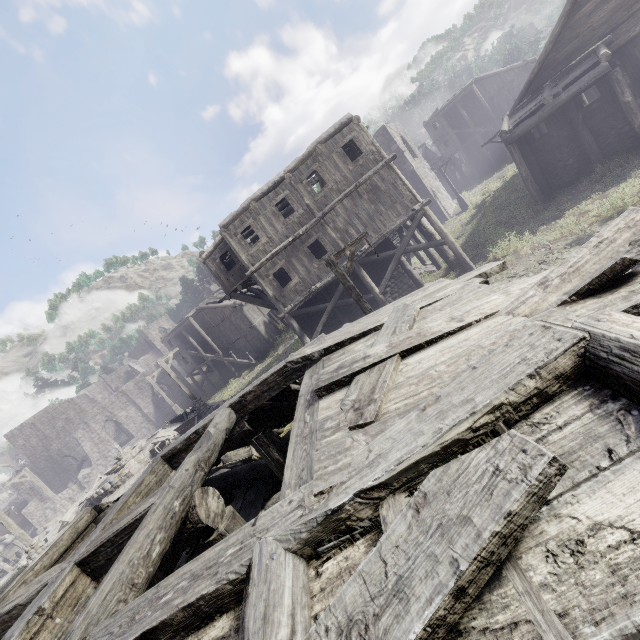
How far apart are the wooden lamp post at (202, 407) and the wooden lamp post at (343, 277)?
15.4m

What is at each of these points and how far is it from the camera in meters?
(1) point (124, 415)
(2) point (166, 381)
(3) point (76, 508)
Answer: (1) building, 40.2
(2) building, 43.6
(3) broken furniture, 22.3

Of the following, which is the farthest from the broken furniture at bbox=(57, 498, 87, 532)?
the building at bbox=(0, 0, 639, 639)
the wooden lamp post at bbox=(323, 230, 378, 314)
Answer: the wooden lamp post at bbox=(323, 230, 378, 314)

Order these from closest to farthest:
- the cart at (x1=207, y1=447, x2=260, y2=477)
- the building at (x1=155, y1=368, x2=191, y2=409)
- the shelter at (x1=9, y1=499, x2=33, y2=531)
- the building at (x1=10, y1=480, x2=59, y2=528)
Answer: the cart at (x1=207, y1=447, x2=260, y2=477)
the building at (x1=10, y1=480, x2=59, y2=528)
the shelter at (x1=9, y1=499, x2=33, y2=531)
the building at (x1=155, y1=368, x2=191, y2=409)

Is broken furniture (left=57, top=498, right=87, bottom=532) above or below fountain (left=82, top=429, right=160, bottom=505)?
below

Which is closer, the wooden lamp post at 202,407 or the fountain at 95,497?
the fountain at 95,497

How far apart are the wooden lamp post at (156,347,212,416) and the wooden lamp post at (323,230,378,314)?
15.36m

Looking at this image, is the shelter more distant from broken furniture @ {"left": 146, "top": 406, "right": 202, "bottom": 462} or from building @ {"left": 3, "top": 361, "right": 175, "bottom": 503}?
broken furniture @ {"left": 146, "top": 406, "right": 202, "bottom": 462}
